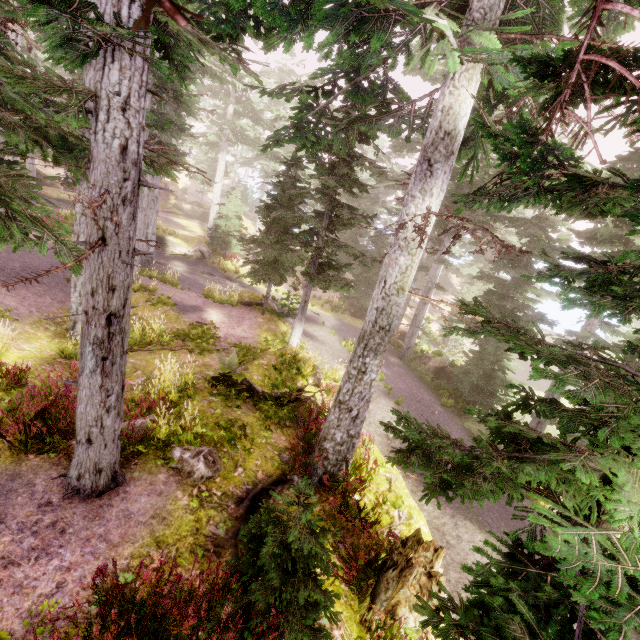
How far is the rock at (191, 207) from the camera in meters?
42.6

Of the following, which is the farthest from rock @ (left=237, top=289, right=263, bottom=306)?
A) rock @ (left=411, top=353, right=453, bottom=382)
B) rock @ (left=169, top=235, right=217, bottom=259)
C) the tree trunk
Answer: rock @ (left=169, top=235, right=217, bottom=259)

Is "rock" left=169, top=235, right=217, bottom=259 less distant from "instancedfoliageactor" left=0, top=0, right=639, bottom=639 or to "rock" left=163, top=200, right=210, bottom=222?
"instancedfoliageactor" left=0, top=0, right=639, bottom=639

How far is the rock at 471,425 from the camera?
→ 14.0 meters

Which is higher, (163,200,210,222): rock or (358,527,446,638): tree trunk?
(163,200,210,222): rock

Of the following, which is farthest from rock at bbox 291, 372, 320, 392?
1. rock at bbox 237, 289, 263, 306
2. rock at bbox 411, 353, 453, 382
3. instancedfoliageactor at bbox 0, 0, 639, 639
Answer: rock at bbox 237, 289, 263, 306

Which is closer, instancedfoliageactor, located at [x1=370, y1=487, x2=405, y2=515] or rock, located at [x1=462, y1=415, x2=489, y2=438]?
instancedfoliageactor, located at [x1=370, y1=487, x2=405, y2=515]

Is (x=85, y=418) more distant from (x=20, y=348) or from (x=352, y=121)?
(x=352, y=121)
